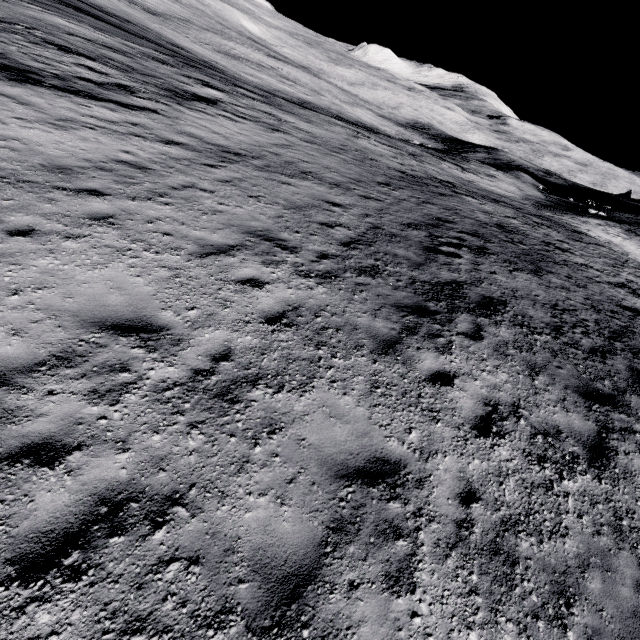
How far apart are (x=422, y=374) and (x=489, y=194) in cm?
2466
